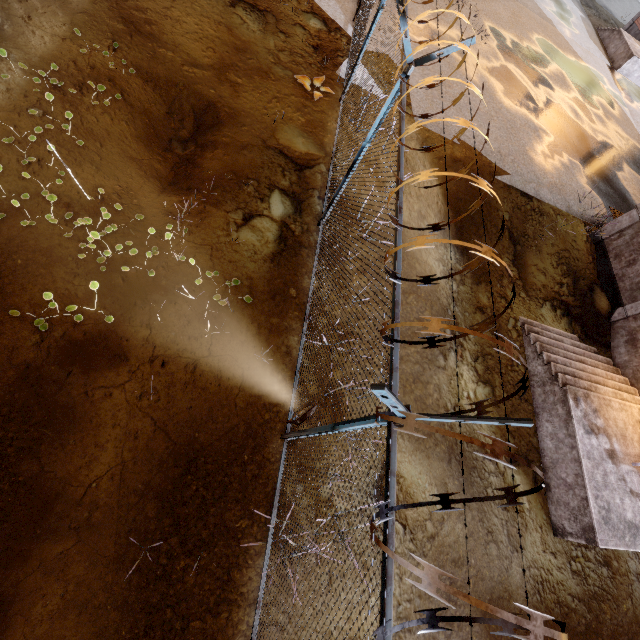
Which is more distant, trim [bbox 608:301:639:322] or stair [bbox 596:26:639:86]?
stair [bbox 596:26:639:86]

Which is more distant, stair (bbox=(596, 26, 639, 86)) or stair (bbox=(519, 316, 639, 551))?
stair (bbox=(596, 26, 639, 86))

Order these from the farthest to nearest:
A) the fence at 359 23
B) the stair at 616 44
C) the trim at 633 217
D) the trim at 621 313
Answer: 1. the stair at 616 44
2. the trim at 633 217
3. the trim at 621 313
4. the fence at 359 23

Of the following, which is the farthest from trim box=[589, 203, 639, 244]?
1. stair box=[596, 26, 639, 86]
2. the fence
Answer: stair box=[596, 26, 639, 86]

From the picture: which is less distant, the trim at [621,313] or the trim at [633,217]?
the trim at [621,313]

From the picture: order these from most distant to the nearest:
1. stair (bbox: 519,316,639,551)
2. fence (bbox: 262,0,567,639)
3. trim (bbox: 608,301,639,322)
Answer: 1. trim (bbox: 608,301,639,322)
2. stair (bbox: 519,316,639,551)
3. fence (bbox: 262,0,567,639)

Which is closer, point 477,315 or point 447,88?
point 477,315

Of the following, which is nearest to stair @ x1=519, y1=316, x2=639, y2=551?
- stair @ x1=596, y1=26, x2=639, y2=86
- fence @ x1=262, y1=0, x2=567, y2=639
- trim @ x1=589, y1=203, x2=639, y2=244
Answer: trim @ x1=589, y1=203, x2=639, y2=244
